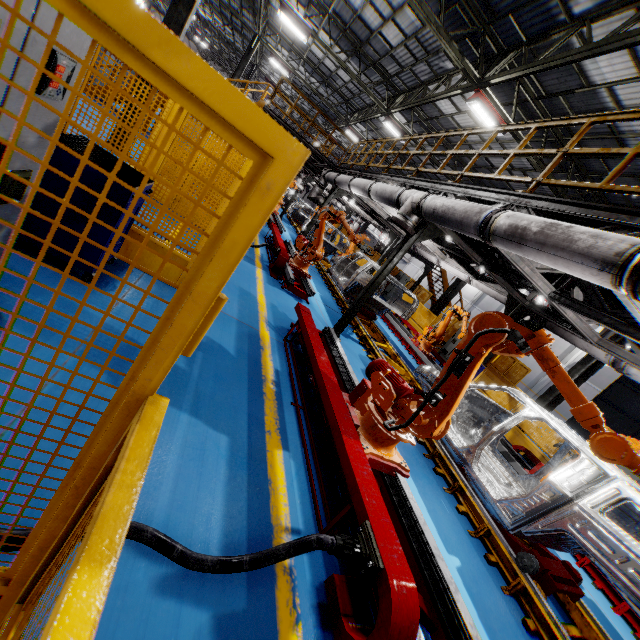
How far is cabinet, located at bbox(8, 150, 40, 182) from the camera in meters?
2.0

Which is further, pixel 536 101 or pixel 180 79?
pixel 536 101

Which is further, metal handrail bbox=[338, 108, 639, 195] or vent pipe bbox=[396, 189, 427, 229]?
vent pipe bbox=[396, 189, 427, 229]

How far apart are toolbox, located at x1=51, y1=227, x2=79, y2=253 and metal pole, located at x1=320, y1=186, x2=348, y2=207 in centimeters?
1076cm

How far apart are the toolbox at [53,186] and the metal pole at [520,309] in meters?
8.2 m

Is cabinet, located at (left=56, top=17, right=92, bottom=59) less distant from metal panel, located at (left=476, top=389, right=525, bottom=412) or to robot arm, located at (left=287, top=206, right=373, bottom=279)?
metal panel, located at (left=476, top=389, right=525, bottom=412)

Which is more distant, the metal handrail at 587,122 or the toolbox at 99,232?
the metal handrail at 587,122

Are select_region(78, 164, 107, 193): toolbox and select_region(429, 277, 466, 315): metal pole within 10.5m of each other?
no
